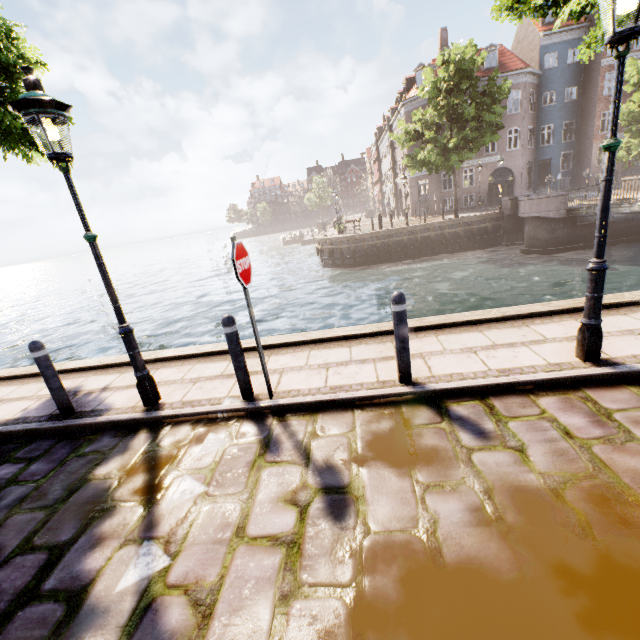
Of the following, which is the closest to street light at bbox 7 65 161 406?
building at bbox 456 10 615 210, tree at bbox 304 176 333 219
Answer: building at bbox 456 10 615 210

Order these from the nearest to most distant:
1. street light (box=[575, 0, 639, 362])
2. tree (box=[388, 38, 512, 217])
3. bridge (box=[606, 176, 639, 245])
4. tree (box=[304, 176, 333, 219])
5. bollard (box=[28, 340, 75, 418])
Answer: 1. street light (box=[575, 0, 639, 362])
2. bollard (box=[28, 340, 75, 418])
3. bridge (box=[606, 176, 639, 245])
4. tree (box=[388, 38, 512, 217])
5. tree (box=[304, 176, 333, 219])

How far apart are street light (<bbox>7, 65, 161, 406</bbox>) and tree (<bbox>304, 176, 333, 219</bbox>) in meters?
52.8

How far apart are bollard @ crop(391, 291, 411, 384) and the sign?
1.6 meters

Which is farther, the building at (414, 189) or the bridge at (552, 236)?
the building at (414, 189)

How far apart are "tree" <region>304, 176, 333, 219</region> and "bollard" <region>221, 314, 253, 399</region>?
53.20m

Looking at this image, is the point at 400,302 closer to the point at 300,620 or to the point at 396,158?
the point at 300,620

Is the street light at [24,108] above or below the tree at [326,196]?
below
